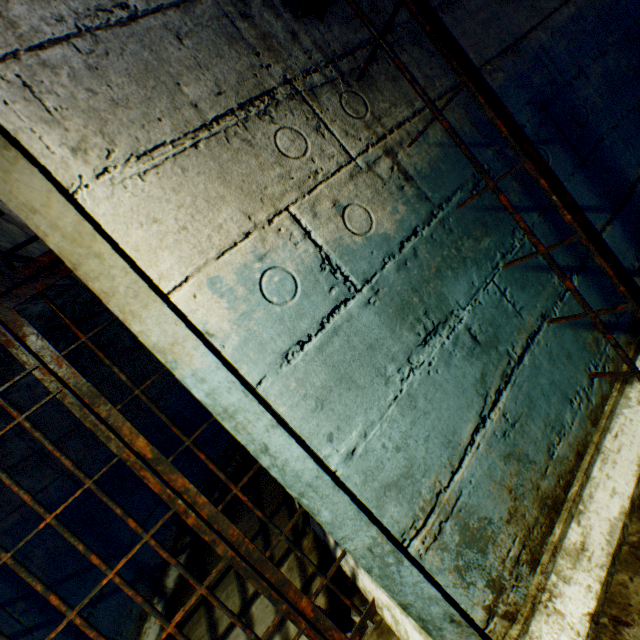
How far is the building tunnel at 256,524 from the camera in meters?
2.7 m

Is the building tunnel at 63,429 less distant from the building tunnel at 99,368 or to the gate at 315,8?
the gate at 315,8

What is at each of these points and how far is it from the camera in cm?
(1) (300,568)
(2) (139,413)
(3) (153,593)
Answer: (1) building tunnel, 214
(2) building tunnel, 439
(3) building tunnel, 304

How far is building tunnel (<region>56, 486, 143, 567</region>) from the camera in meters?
2.9

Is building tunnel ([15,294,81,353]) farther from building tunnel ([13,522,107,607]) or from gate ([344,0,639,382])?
gate ([344,0,639,382])

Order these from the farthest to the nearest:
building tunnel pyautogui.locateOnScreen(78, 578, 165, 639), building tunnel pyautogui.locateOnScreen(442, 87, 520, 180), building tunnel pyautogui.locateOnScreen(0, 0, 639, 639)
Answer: building tunnel pyautogui.locateOnScreen(78, 578, 165, 639) → building tunnel pyautogui.locateOnScreen(442, 87, 520, 180) → building tunnel pyautogui.locateOnScreen(0, 0, 639, 639)

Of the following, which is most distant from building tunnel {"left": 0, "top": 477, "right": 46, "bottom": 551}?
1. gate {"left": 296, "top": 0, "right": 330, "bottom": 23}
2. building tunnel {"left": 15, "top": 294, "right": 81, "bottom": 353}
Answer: building tunnel {"left": 15, "top": 294, "right": 81, "bottom": 353}
